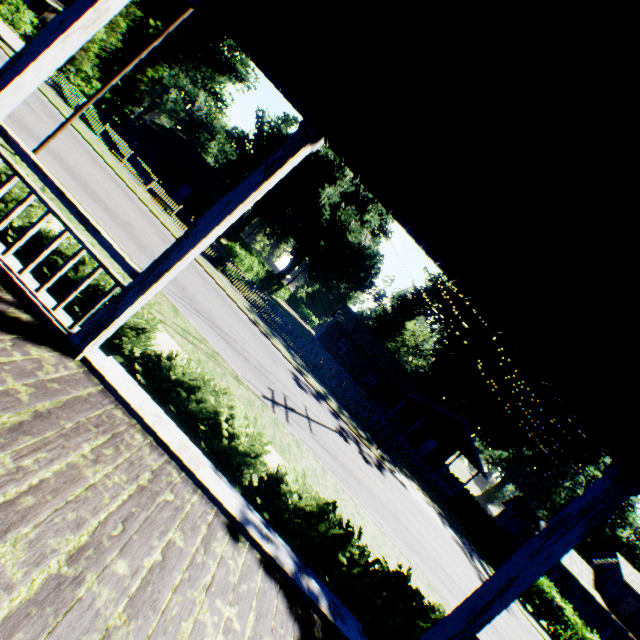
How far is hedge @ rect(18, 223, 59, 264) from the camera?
5.3 meters

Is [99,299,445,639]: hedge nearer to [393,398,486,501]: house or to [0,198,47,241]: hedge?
[0,198,47,241]: hedge

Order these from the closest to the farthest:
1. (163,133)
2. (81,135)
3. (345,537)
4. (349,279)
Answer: (345,537) → (81,135) → (163,133) → (349,279)

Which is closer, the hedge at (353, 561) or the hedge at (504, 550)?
the hedge at (353, 561)

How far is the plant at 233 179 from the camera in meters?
57.9

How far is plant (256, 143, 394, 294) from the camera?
36.59m

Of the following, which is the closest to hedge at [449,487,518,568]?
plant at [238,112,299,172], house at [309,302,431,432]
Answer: house at [309,302,431,432]

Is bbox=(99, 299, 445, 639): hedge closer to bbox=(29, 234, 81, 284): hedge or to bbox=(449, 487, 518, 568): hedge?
bbox=(29, 234, 81, 284): hedge
